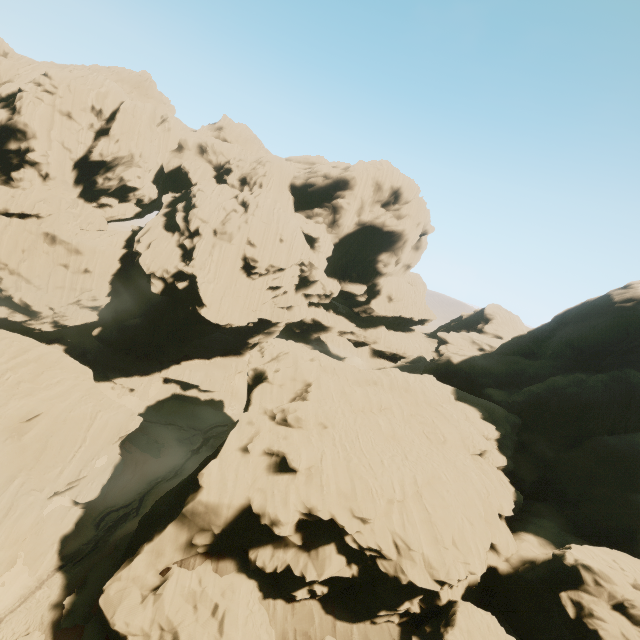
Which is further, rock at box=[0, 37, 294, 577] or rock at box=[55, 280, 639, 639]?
rock at box=[0, 37, 294, 577]

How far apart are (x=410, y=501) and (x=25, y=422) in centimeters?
3227cm

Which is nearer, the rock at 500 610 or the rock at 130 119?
the rock at 500 610
